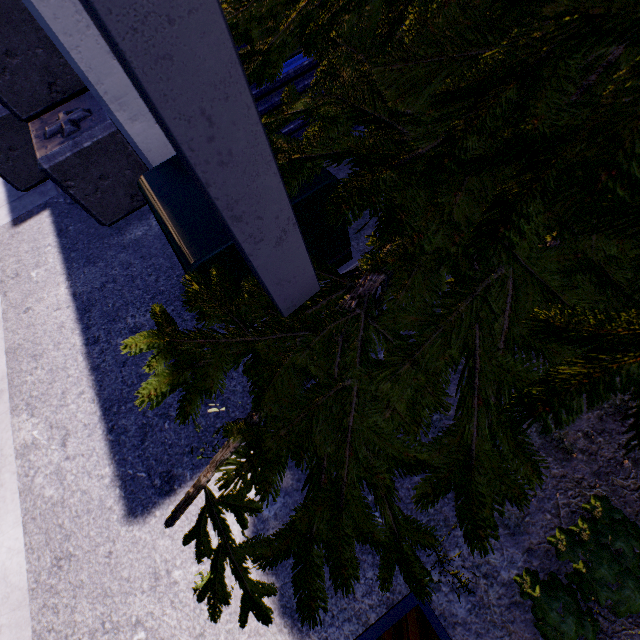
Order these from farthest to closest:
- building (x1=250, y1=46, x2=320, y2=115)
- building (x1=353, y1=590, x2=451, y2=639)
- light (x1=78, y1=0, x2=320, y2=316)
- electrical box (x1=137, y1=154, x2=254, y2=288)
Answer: building (x1=250, y1=46, x2=320, y2=115)
electrical box (x1=137, y1=154, x2=254, y2=288)
building (x1=353, y1=590, x2=451, y2=639)
light (x1=78, y1=0, x2=320, y2=316)

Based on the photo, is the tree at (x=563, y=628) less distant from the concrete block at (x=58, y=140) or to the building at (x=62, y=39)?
the building at (x=62, y=39)

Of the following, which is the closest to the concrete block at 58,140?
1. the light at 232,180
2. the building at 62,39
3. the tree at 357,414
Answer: the building at 62,39

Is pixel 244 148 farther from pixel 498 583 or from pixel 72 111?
pixel 72 111

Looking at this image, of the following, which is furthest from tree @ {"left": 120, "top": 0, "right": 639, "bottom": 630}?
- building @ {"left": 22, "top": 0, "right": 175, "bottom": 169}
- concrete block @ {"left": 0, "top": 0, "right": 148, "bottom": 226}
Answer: concrete block @ {"left": 0, "top": 0, "right": 148, "bottom": 226}

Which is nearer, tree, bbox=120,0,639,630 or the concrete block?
tree, bbox=120,0,639,630

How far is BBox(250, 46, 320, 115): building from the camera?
3.3m
